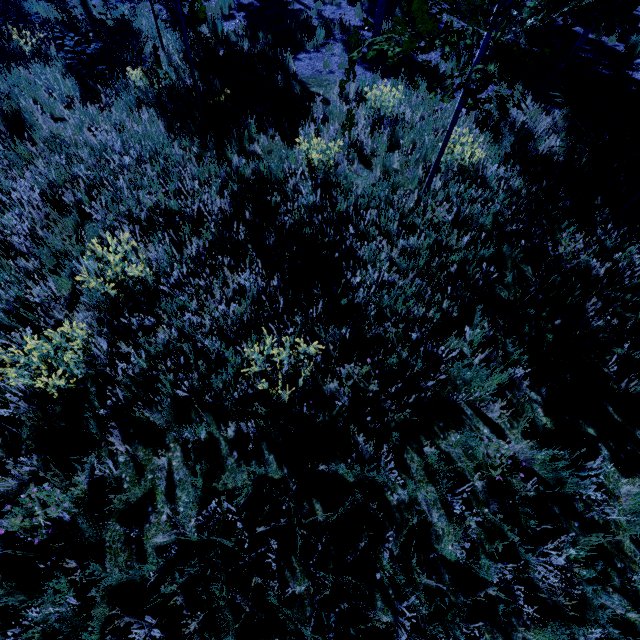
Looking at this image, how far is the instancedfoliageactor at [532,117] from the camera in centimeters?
675cm

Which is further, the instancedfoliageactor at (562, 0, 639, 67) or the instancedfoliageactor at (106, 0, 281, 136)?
the instancedfoliageactor at (106, 0, 281, 136)

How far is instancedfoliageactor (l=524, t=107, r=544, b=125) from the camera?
6.75m

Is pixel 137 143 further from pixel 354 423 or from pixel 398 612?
pixel 398 612

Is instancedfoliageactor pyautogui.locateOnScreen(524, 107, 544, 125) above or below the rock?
below

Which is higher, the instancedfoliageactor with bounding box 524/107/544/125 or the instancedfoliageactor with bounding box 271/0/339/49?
the instancedfoliageactor with bounding box 524/107/544/125

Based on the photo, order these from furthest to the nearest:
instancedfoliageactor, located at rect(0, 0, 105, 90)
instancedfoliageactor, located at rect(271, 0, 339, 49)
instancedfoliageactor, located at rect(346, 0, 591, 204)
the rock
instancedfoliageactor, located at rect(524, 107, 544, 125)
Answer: the rock
instancedfoliageactor, located at rect(271, 0, 339, 49)
instancedfoliageactor, located at rect(0, 0, 105, 90)
instancedfoliageactor, located at rect(524, 107, 544, 125)
instancedfoliageactor, located at rect(346, 0, 591, 204)

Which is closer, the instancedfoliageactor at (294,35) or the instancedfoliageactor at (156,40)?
the instancedfoliageactor at (156,40)
